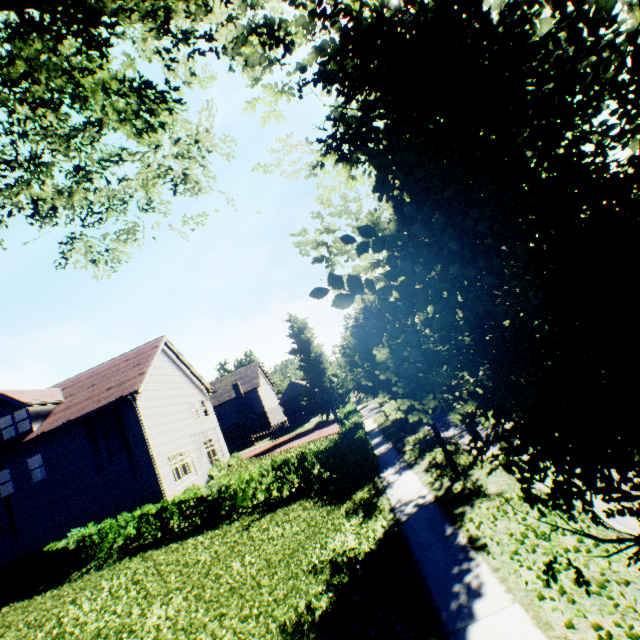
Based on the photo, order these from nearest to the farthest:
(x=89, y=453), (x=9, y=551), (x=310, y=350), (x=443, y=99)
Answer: (x=443, y=99) → (x=9, y=551) → (x=89, y=453) → (x=310, y=350)

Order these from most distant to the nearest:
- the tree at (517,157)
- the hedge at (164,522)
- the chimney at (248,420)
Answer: the chimney at (248,420)
the hedge at (164,522)
the tree at (517,157)

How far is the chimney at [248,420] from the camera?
44.72m

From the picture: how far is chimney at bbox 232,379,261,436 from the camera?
44.72m

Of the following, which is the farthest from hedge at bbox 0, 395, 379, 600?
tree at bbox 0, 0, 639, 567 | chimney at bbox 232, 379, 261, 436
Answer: chimney at bbox 232, 379, 261, 436

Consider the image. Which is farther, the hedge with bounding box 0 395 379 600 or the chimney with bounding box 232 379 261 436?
the chimney with bounding box 232 379 261 436
